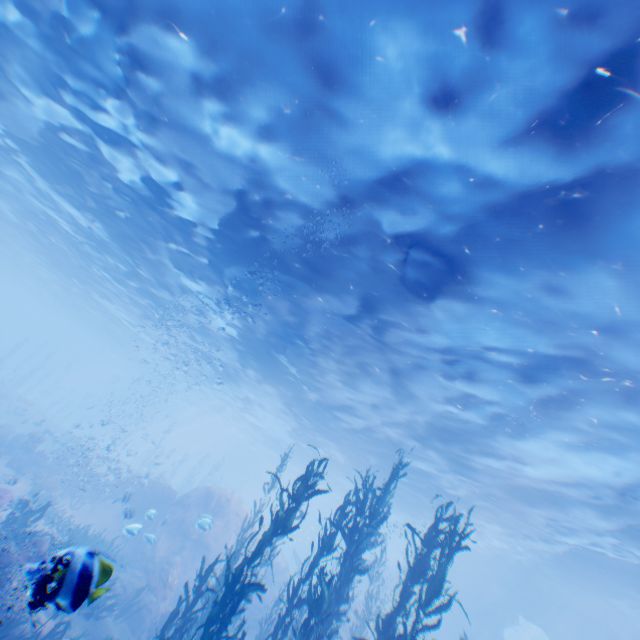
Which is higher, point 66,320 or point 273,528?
point 66,320

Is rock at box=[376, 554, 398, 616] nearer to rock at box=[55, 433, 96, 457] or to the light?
the light

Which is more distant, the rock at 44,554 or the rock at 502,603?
the rock at 502,603

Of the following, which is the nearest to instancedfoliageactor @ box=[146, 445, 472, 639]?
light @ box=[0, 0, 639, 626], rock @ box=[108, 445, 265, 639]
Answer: rock @ box=[108, 445, 265, 639]

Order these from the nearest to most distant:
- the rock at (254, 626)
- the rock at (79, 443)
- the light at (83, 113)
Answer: the light at (83, 113) < the rock at (254, 626) < the rock at (79, 443)

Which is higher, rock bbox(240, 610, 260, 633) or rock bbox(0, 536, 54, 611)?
rock bbox(0, 536, 54, 611)

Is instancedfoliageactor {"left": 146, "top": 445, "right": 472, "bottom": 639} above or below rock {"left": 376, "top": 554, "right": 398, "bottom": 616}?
below
